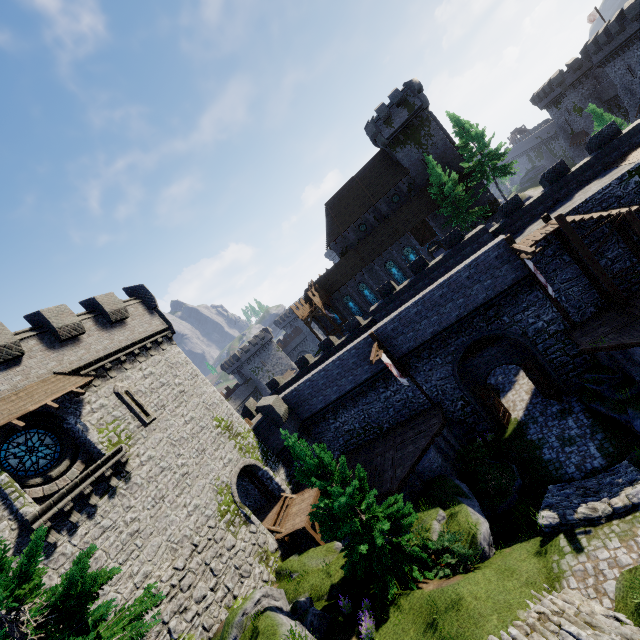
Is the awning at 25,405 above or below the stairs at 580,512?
above

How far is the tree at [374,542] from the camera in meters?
12.7

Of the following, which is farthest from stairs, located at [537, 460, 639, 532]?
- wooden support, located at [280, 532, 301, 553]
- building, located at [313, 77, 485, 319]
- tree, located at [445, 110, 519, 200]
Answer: building, located at [313, 77, 485, 319]

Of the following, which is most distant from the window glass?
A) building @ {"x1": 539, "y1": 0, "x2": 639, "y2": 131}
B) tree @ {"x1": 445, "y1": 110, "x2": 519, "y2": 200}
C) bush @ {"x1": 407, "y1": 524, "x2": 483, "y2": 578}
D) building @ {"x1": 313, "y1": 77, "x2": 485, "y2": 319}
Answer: building @ {"x1": 539, "y1": 0, "x2": 639, "y2": 131}

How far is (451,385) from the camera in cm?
2231

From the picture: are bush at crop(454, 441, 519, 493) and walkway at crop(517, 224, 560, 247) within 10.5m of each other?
no

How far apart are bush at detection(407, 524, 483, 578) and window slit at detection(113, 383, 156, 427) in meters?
15.0

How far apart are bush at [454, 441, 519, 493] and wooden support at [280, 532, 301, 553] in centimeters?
961cm
